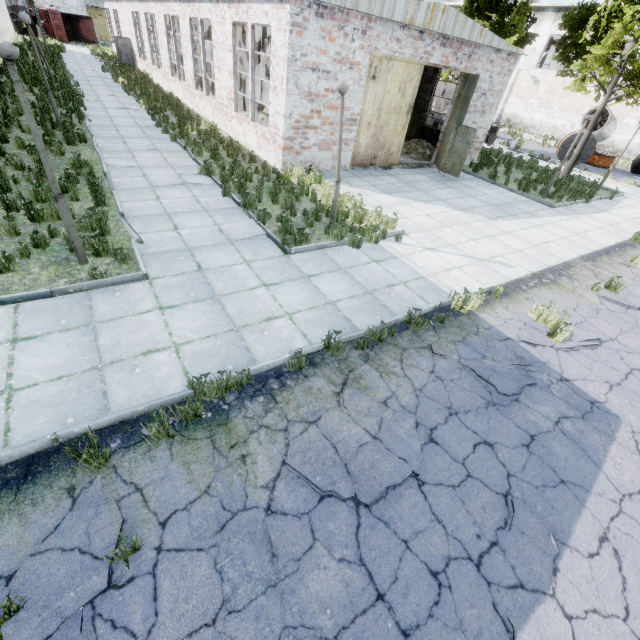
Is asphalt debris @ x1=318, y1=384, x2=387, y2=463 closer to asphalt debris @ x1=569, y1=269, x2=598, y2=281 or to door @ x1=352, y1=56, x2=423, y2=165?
asphalt debris @ x1=569, y1=269, x2=598, y2=281

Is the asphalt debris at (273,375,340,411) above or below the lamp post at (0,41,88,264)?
below

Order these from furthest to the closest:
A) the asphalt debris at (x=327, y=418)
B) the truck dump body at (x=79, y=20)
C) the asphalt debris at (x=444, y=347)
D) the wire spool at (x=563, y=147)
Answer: the truck dump body at (x=79, y=20), the wire spool at (x=563, y=147), the asphalt debris at (x=444, y=347), the asphalt debris at (x=327, y=418)

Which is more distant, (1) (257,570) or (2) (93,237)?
(2) (93,237)

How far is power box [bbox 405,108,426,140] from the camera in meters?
20.2

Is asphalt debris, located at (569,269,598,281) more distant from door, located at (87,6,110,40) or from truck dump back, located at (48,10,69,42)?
door, located at (87,6,110,40)

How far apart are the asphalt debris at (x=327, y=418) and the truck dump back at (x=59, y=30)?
62.7 meters

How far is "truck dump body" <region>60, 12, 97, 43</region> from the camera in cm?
4463
